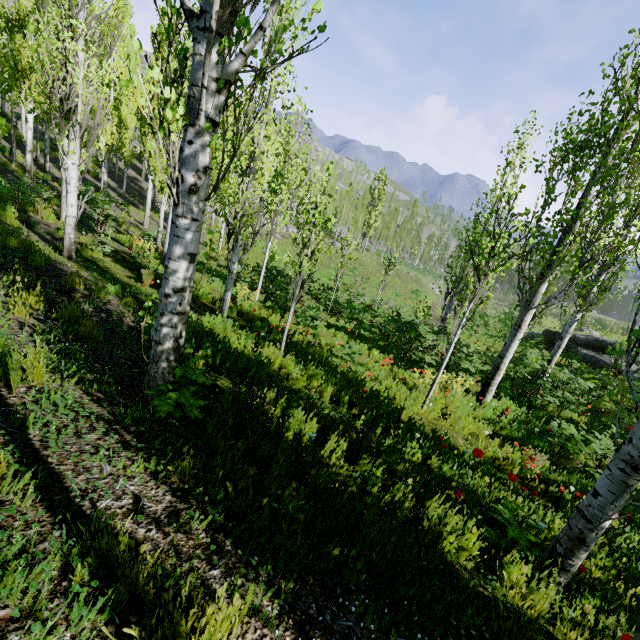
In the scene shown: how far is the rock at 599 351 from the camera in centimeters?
1819cm

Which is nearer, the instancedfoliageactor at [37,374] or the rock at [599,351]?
the instancedfoliageactor at [37,374]

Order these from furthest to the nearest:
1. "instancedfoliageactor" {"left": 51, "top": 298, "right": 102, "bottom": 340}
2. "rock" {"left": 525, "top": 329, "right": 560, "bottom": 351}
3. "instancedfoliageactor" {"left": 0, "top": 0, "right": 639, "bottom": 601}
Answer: "rock" {"left": 525, "top": 329, "right": 560, "bottom": 351}, "instancedfoliageactor" {"left": 51, "top": 298, "right": 102, "bottom": 340}, "instancedfoliageactor" {"left": 0, "top": 0, "right": 639, "bottom": 601}

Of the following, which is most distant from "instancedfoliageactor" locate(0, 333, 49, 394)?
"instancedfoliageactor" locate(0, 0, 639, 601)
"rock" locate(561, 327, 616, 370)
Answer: "rock" locate(561, 327, 616, 370)

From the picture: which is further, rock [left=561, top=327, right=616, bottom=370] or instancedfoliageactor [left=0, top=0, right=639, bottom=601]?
rock [left=561, top=327, right=616, bottom=370]

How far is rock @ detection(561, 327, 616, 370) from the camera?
18.2m

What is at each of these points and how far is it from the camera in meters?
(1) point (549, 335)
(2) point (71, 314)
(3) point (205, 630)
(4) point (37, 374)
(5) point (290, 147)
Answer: Answer:
(1) rock, 22.7 m
(2) instancedfoliageactor, 4.8 m
(3) instancedfoliageactor, 1.6 m
(4) instancedfoliageactor, 3.0 m
(5) instancedfoliageactor, 10.0 m
